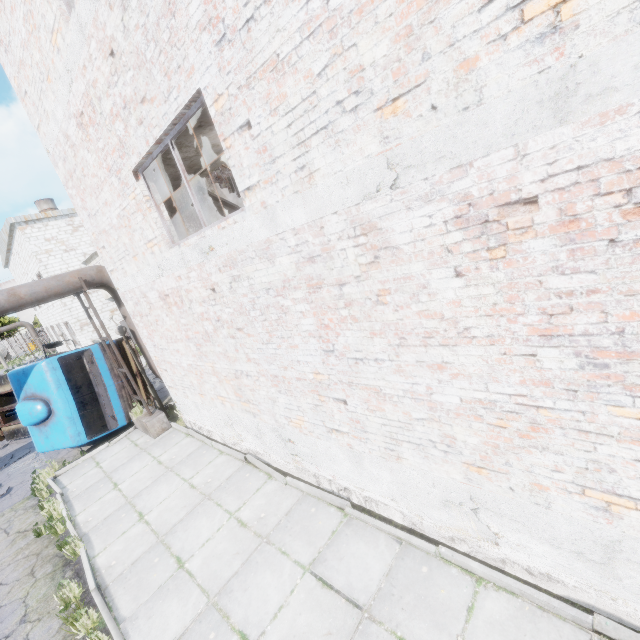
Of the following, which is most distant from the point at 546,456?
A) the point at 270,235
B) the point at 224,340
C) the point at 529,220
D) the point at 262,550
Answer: the point at 224,340

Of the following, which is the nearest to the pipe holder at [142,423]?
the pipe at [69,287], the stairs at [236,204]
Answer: the pipe at [69,287]

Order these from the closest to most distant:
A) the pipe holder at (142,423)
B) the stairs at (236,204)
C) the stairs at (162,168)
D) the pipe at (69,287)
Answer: the stairs at (236,204), the stairs at (162,168), the pipe at (69,287), the pipe holder at (142,423)

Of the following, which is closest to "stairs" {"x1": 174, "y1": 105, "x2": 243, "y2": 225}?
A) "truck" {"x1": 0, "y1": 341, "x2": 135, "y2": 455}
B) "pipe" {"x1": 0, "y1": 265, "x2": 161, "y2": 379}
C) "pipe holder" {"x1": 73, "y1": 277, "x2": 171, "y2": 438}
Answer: "pipe" {"x1": 0, "y1": 265, "x2": 161, "y2": 379}

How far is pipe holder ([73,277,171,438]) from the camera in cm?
919

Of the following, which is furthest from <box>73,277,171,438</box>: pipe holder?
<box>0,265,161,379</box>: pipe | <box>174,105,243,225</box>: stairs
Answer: <box>174,105,243,225</box>: stairs

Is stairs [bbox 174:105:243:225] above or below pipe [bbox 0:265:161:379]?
above
